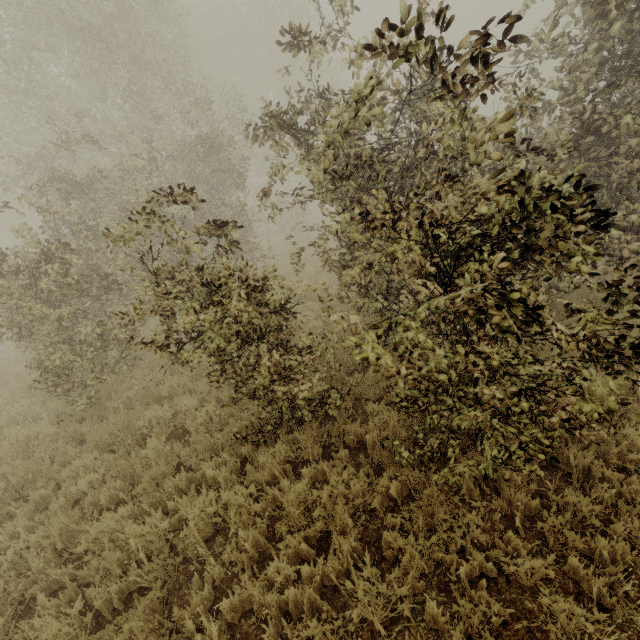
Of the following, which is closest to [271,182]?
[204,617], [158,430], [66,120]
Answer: [158,430]
